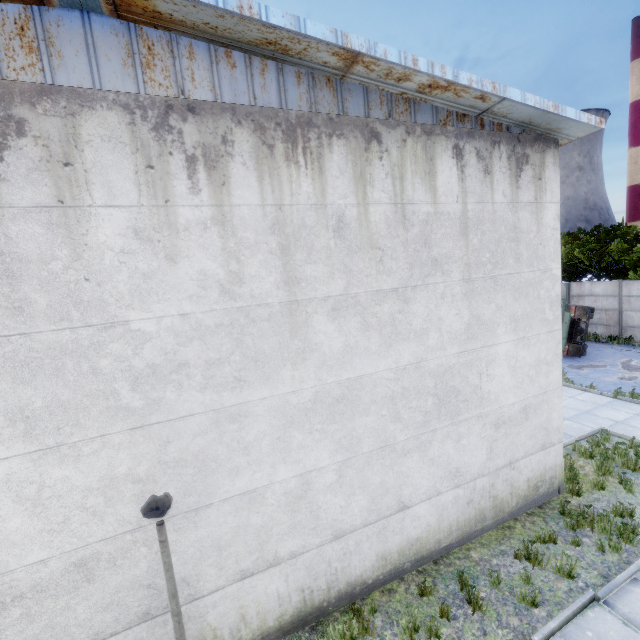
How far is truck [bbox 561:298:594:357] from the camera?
16.83m

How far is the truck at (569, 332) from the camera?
16.83m

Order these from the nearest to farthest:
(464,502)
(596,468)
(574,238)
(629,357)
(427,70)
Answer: (427,70)
(464,502)
(596,468)
(629,357)
(574,238)

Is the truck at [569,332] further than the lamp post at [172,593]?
Yes

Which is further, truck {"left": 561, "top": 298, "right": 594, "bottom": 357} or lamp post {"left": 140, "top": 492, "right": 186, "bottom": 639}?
truck {"left": 561, "top": 298, "right": 594, "bottom": 357}
